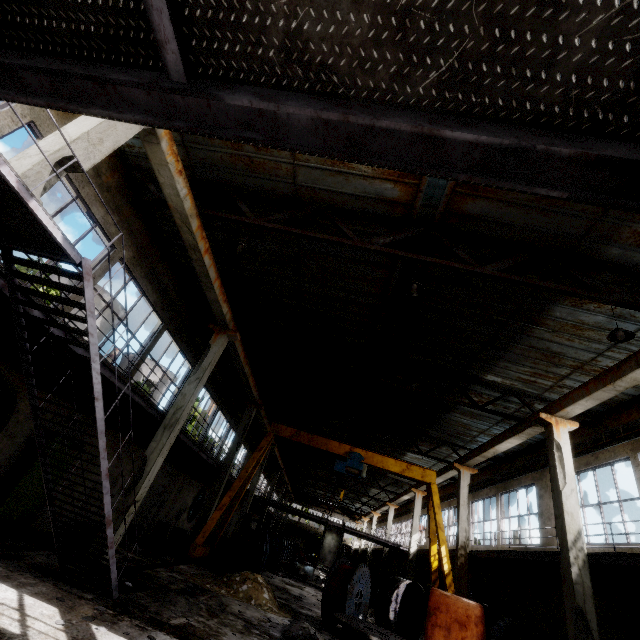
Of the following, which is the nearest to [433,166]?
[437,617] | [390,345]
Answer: [437,617]

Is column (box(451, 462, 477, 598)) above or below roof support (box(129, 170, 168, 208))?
below

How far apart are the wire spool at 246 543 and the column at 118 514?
9.6m

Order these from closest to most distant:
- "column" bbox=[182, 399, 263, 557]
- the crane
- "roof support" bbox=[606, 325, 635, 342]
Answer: "roof support" bbox=[606, 325, 635, 342]
the crane
"column" bbox=[182, 399, 263, 557]

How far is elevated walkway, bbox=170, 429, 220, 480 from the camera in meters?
12.8 m

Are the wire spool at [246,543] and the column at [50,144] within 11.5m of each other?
no

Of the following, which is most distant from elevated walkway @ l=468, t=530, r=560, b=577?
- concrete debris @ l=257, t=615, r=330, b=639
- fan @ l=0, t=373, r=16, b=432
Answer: concrete debris @ l=257, t=615, r=330, b=639

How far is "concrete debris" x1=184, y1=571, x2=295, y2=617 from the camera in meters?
10.5 m
